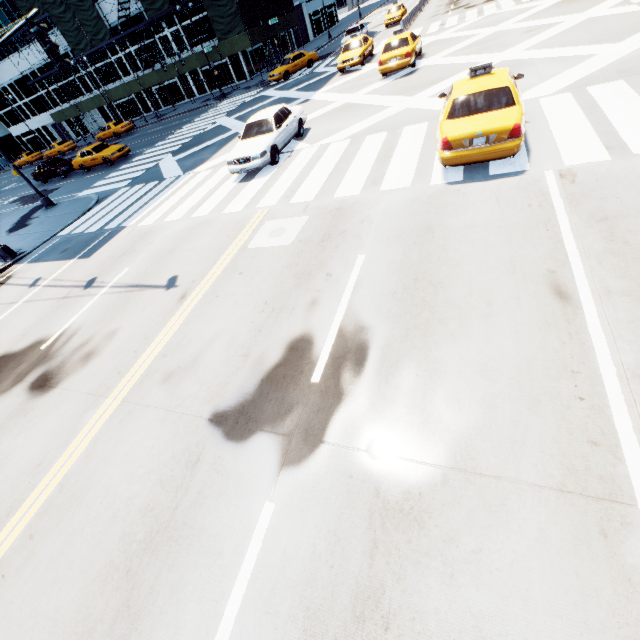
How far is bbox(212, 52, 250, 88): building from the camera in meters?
36.5 m

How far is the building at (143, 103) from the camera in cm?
4319

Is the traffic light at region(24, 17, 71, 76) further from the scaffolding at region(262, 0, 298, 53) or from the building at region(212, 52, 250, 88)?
the building at region(212, 52, 250, 88)

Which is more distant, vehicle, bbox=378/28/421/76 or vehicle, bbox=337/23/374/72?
vehicle, bbox=337/23/374/72

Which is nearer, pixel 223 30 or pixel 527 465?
pixel 527 465

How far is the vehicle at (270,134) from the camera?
12.1m

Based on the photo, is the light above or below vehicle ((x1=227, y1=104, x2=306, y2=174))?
below

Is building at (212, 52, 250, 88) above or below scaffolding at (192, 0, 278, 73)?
below
